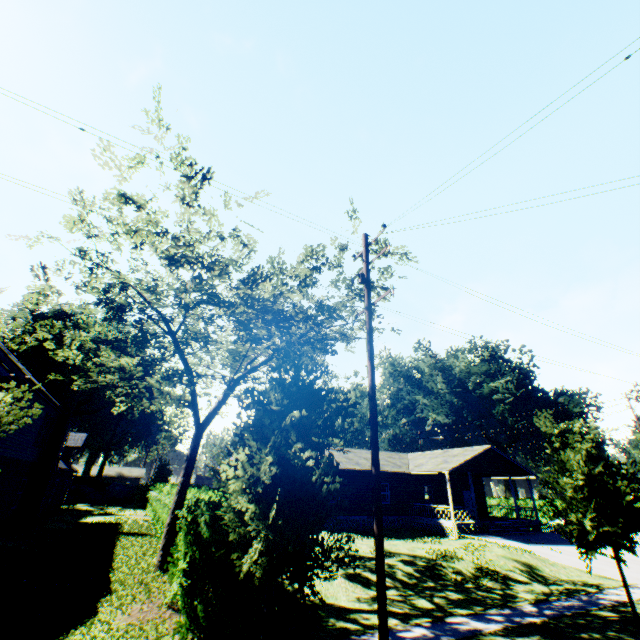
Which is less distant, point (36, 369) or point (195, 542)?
point (195, 542)

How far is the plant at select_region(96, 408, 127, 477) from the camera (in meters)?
47.20

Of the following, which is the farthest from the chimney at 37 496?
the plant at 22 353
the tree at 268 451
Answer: the plant at 22 353

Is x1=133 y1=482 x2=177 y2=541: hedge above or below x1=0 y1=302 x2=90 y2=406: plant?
below

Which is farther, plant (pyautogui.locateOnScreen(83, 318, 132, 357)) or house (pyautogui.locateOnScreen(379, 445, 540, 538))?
plant (pyautogui.locateOnScreen(83, 318, 132, 357))

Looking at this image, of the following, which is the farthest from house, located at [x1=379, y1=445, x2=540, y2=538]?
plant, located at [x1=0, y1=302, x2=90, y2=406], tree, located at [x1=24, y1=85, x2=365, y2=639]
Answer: plant, located at [x1=0, y1=302, x2=90, y2=406]

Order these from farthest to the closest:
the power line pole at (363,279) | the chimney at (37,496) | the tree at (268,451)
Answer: the chimney at (37,496) → the power line pole at (363,279) → the tree at (268,451)
